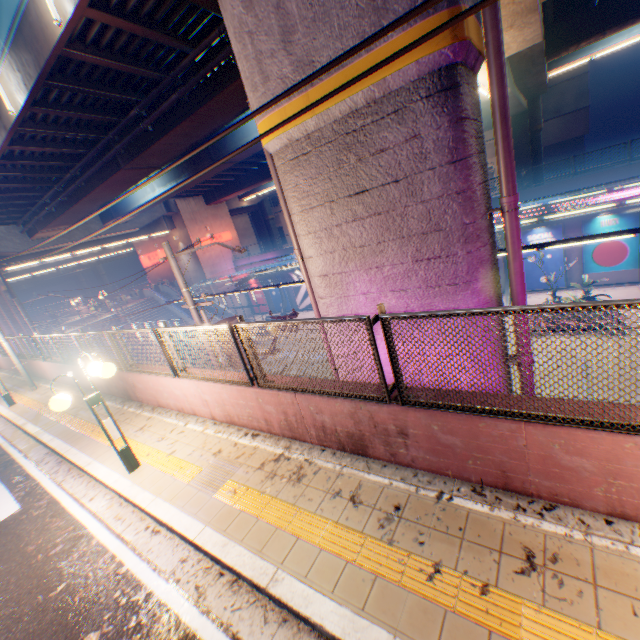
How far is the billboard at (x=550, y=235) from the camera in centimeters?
2080cm

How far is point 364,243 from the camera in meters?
5.1

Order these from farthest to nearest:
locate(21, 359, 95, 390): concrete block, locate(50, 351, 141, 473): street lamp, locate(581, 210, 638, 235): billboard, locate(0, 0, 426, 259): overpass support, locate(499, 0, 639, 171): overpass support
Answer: locate(581, 210, 638, 235): billboard, locate(21, 359, 95, 390): concrete block, locate(499, 0, 639, 171): overpass support, locate(50, 351, 141, 473): street lamp, locate(0, 0, 426, 259): overpass support

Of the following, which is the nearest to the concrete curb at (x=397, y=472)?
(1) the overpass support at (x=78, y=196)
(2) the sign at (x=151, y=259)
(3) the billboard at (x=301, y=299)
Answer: (1) the overpass support at (x=78, y=196)

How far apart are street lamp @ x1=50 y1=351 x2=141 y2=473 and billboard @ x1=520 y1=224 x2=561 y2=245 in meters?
24.6

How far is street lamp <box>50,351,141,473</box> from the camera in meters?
5.2

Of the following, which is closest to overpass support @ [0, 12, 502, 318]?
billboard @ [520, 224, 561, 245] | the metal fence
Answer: the metal fence

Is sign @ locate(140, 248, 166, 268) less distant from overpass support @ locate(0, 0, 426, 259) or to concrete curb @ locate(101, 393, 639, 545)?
overpass support @ locate(0, 0, 426, 259)
